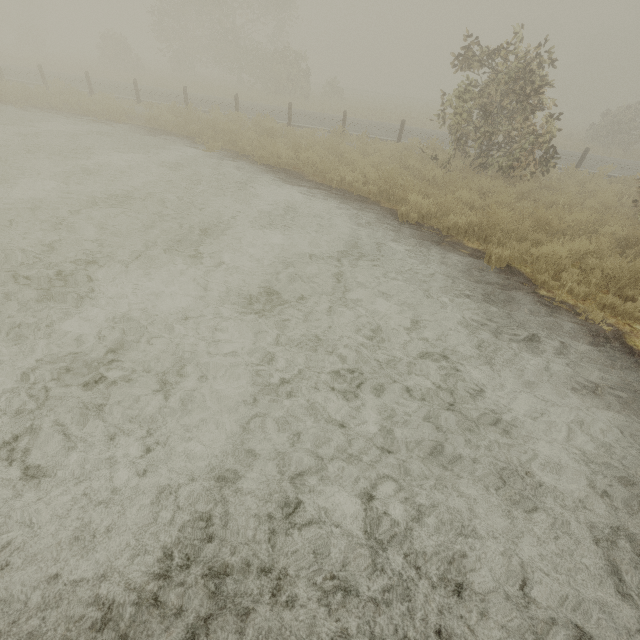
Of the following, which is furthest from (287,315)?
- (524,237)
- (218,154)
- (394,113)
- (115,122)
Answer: (394,113)
